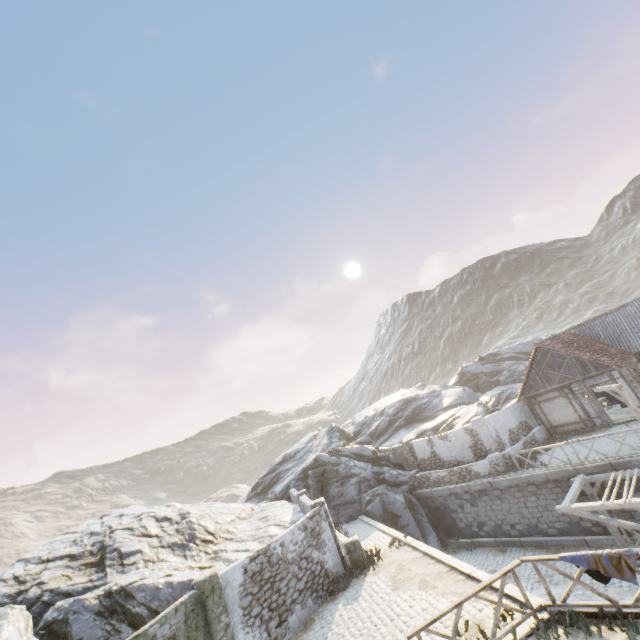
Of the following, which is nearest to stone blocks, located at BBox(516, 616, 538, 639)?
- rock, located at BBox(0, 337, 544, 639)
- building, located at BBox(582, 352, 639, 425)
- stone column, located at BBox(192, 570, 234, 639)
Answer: rock, located at BBox(0, 337, 544, 639)

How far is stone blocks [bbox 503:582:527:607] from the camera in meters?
8.4

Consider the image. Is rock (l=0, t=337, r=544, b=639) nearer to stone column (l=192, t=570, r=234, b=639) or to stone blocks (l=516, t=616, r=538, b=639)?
stone blocks (l=516, t=616, r=538, b=639)

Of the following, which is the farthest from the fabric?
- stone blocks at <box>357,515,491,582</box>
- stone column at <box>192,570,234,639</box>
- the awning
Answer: stone column at <box>192,570,234,639</box>

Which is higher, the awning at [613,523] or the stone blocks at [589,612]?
the stone blocks at [589,612]

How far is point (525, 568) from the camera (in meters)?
15.34

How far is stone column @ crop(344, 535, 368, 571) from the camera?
14.3 meters

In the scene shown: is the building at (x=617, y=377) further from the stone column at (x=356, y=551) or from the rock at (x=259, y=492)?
the rock at (x=259, y=492)
